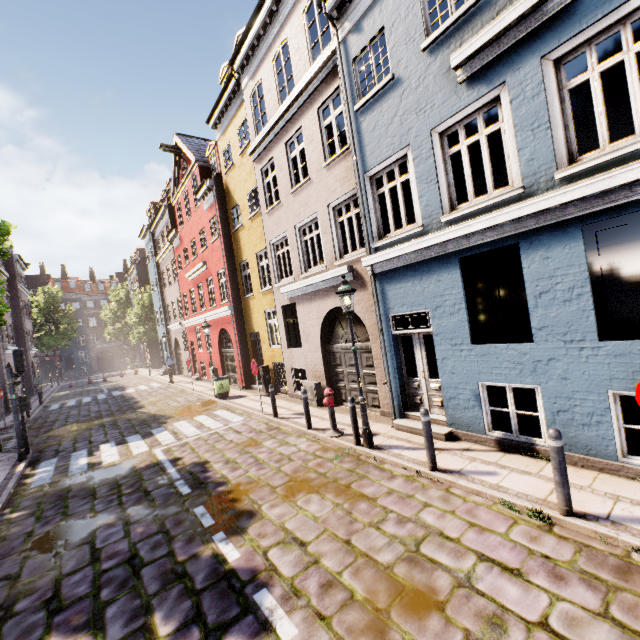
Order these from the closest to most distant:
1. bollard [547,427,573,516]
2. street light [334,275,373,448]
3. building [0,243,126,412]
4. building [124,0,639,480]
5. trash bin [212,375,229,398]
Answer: bollard [547,427,573,516] < building [124,0,639,480] < street light [334,275,373,448] < trash bin [212,375,229,398] < building [0,243,126,412]

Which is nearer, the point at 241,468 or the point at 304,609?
the point at 304,609

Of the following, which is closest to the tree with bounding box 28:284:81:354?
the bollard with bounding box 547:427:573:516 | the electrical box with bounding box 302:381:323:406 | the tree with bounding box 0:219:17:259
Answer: the tree with bounding box 0:219:17:259

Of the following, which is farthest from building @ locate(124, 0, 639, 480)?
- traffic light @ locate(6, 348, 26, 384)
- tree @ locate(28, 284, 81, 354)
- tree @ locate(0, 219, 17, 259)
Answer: tree @ locate(28, 284, 81, 354)

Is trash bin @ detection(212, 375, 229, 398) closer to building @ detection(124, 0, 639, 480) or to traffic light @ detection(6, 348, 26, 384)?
building @ detection(124, 0, 639, 480)

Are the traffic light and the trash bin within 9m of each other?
yes

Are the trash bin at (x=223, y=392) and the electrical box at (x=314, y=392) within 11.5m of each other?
yes

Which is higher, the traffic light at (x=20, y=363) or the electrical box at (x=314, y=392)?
the traffic light at (x=20, y=363)
